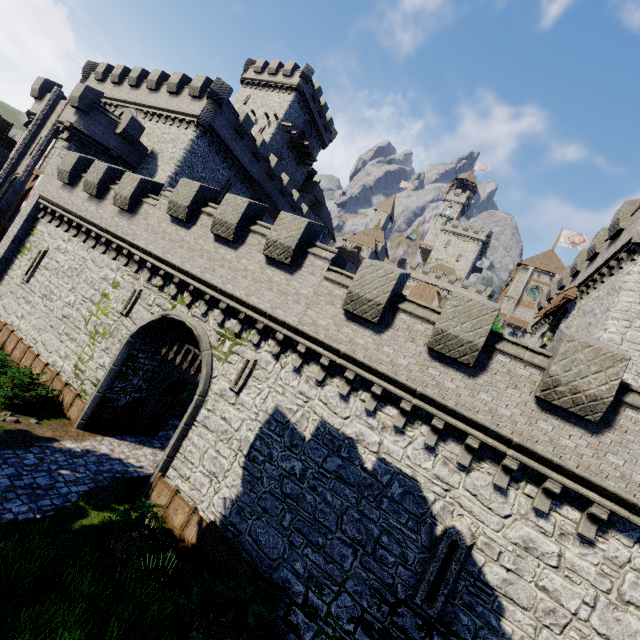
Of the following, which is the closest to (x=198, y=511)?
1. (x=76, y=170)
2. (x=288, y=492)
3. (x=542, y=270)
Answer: (x=288, y=492)

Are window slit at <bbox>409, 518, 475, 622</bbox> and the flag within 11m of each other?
no

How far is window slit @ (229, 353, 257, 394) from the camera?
12.1m

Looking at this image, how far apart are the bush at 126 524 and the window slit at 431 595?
7.5m

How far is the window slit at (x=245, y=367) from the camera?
12.1 meters

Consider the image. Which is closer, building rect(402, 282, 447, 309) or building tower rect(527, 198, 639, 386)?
building tower rect(527, 198, 639, 386)

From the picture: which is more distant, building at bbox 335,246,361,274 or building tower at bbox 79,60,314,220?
building at bbox 335,246,361,274

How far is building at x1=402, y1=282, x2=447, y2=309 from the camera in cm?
5634
